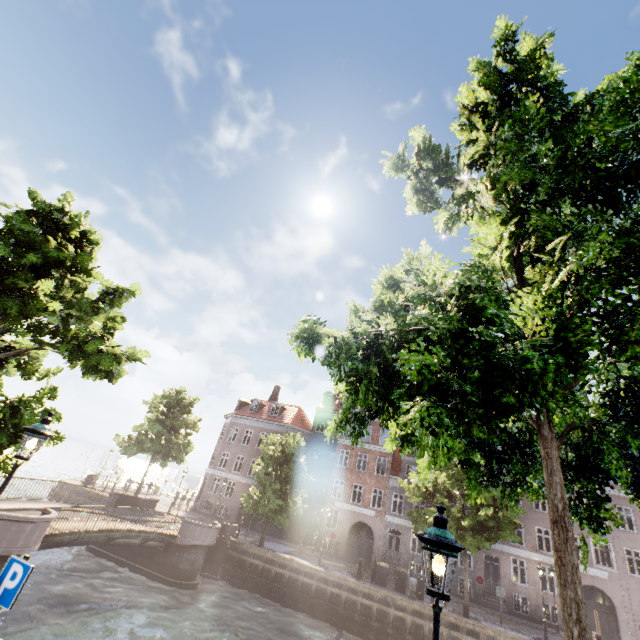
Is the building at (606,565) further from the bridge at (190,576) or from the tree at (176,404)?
the bridge at (190,576)

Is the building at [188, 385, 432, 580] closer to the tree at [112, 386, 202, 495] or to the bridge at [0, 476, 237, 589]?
the tree at [112, 386, 202, 495]

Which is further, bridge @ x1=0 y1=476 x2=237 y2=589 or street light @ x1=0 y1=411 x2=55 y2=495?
→ bridge @ x1=0 y1=476 x2=237 y2=589

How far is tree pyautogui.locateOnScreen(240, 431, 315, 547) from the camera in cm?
2416

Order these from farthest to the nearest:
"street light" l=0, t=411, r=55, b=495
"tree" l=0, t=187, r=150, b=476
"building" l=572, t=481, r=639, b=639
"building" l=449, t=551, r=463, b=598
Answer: "building" l=449, t=551, r=463, b=598, "building" l=572, t=481, r=639, b=639, "tree" l=0, t=187, r=150, b=476, "street light" l=0, t=411, r=55, b=495

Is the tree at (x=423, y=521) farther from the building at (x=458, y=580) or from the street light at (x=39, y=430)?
the building at (x=458, y=580)

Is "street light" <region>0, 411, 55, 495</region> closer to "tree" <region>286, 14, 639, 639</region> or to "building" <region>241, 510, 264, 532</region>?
"tree" <region>286, 14, 639, 639</region>

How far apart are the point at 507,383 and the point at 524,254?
3.7m
